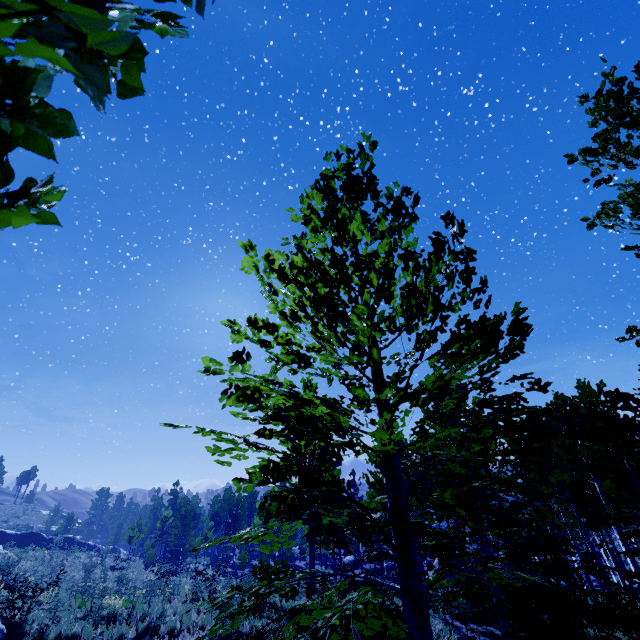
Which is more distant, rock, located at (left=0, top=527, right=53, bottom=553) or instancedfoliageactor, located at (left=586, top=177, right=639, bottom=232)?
rock, located at (left=0, top=527, right=53, bottom=553)

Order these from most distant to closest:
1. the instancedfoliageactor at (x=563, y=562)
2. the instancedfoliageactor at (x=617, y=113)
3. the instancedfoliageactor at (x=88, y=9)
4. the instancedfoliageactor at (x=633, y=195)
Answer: the instancedfoliageactor at (x=617, y=113) → the instancedfoliageactor at (x=633, y=195) → the instancedfoliageactor at (x=563, y=562) → the instancedfoliageactor at (x=88, y=9)

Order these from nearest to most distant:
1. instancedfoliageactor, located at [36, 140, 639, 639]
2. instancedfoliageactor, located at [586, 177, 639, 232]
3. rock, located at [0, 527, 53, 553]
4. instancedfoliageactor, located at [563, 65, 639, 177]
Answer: instancedfoliageactor, located at [36, 140, 639, 639], instancedfoliageactor, located at [586, 177, 639, 232], instancedfoliageactor, located at [563, 65, 639, 177], rock, located at [0, 527, 53, 553]

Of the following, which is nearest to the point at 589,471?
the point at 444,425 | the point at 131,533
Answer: the point at 444,425

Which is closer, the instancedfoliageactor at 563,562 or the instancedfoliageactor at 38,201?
the instancedfoliageactor at 38,201

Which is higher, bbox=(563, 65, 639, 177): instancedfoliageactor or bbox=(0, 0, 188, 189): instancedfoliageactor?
bbox=(563, 65, 639, 177): instancedfoliageactor
